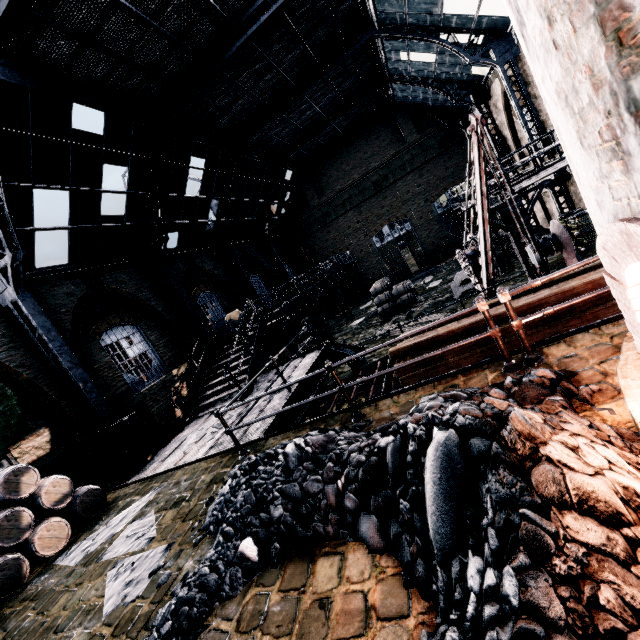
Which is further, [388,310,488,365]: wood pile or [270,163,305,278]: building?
[270,163,305,278]: building

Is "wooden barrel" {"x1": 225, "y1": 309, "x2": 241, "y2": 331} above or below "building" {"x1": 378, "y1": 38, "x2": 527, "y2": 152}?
below

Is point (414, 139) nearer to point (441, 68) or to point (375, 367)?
point (441, 68)

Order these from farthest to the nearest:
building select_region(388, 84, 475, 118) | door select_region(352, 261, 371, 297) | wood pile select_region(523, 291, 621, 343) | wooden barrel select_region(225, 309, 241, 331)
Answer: door select_region(352, 261, 371, 297) → building select_region(388, 84, 475, 118) → wooden barrel select_region(225, 309, 241, 331) → wood pile select_region(523, 291, 621, 343)

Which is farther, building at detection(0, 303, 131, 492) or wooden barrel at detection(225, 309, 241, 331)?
wooden barrel at detection(225, 309, 241, 331)

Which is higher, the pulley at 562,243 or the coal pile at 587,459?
the coal pile at 587,459

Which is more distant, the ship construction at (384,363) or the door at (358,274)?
the door at (358,274)

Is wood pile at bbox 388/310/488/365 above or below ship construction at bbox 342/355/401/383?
above
